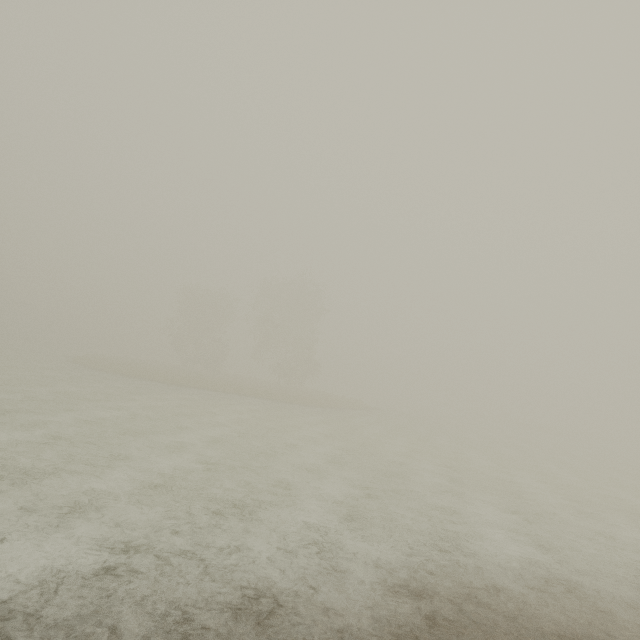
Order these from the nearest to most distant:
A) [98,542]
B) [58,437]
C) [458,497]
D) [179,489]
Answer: [98,542]
[179,489]
[58,437]
[458,497]
